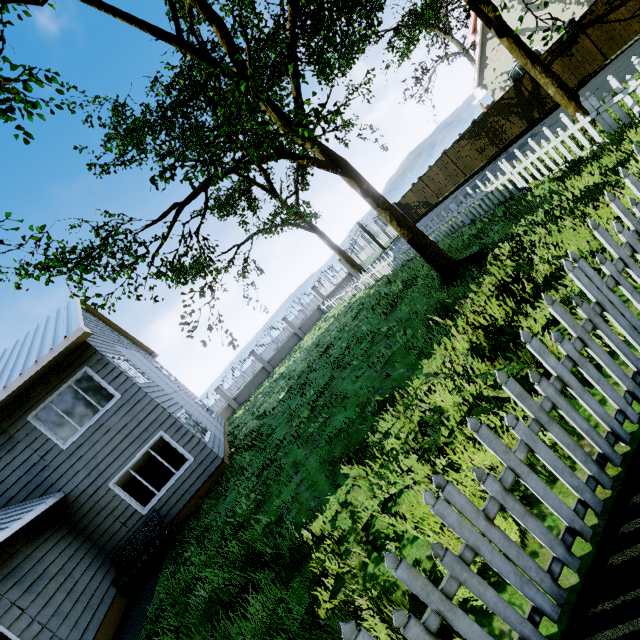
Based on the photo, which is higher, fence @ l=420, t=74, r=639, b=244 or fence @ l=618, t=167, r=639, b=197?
fence @ l=618, t=167, r=639, b=197

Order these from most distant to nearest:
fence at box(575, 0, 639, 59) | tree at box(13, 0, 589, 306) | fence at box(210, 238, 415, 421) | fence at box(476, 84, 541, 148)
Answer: fence at box(476, 84, 541, 148) < fence at box(210, 238, 415, 421) < fence at box(575, 0, 639, 59) < tree at box(13, 0, 589, 306)

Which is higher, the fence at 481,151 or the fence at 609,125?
the fence at 481,151

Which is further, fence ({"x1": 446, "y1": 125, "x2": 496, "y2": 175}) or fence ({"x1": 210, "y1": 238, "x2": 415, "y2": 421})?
fence ({"x1": 446, "y1": 125, "x2": 496, "y2": 175})

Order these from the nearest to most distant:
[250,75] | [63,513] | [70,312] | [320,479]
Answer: [320,479] < [250,75] < [63,513] < [70,312]

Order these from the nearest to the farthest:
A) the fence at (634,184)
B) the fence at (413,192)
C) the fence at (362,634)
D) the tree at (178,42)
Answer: the fence at (362,634)
the fence at (634,184)
the tree at (178,42)
the fence at (413,192)
